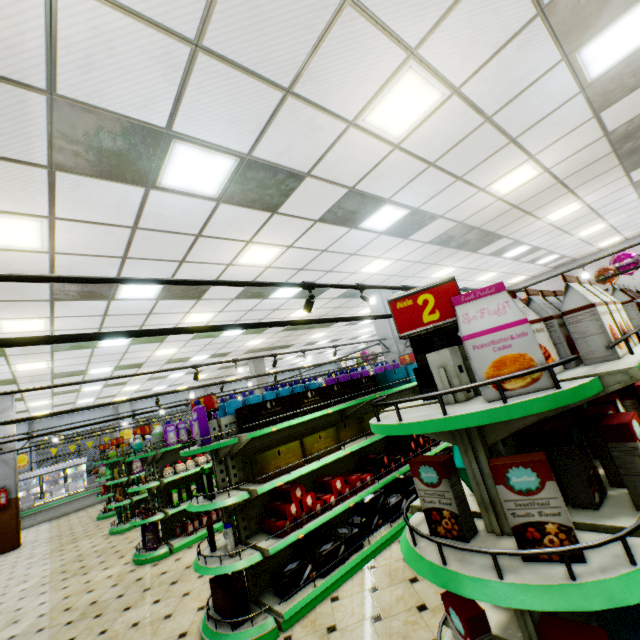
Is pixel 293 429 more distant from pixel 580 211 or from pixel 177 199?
pixel 580 211

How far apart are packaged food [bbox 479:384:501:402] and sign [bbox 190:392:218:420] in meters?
3.3 m

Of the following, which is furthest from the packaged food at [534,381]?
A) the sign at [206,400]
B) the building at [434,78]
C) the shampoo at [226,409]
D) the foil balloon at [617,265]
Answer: the foil balloon at [617,265]

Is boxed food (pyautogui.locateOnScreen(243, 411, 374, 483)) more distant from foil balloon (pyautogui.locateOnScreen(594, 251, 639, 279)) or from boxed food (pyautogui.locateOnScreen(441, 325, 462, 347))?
foil balloon (pyautogui.locateOnScreen(594, 251, 639, 279))

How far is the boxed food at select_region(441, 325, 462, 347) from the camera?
1.8m

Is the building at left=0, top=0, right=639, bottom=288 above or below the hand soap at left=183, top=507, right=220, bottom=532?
above

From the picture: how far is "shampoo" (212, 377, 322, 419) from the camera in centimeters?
442cm

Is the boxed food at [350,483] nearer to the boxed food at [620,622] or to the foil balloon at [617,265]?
the boxed food at [620,622]
